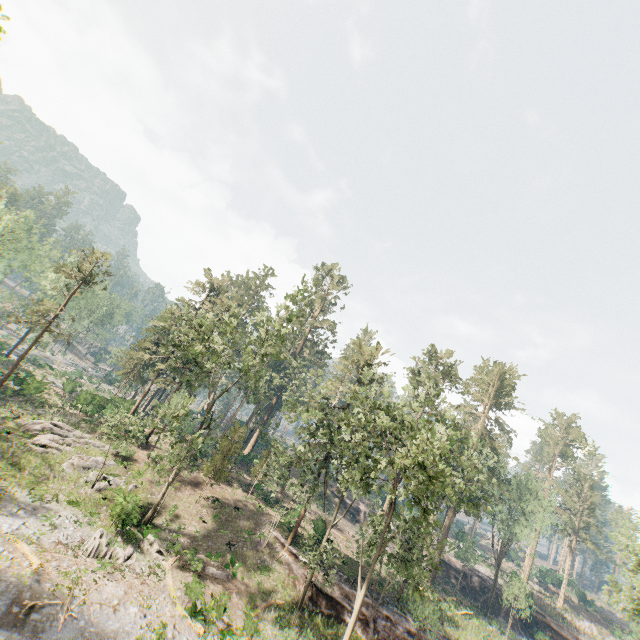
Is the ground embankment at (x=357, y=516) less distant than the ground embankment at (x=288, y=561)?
No

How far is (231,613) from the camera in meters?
21.5 m

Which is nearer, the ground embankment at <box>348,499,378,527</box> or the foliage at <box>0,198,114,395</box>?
the foliage at <box>0,198,114,395</box>

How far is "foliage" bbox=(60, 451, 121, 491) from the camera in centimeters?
2650cm

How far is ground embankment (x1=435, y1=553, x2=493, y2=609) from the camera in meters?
45.4

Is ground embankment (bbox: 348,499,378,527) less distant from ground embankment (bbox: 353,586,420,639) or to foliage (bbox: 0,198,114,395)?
foliage (bbox: 0,198,114,395)

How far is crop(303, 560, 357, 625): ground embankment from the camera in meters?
26.0

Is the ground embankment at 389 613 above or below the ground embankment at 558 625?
below
